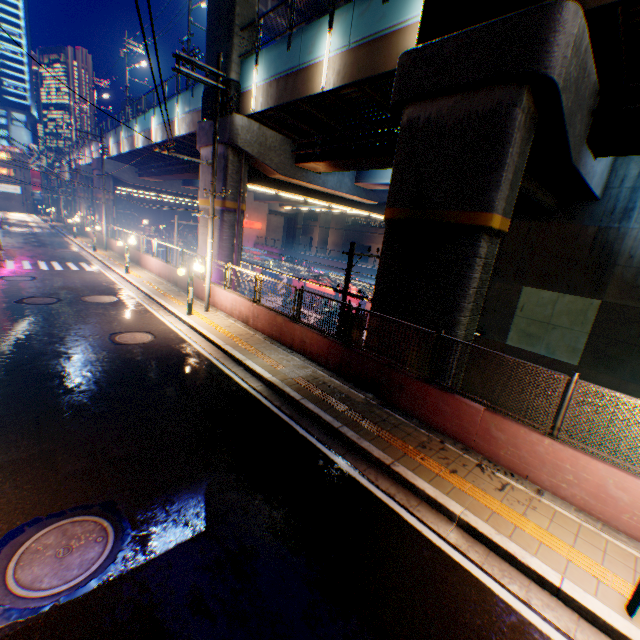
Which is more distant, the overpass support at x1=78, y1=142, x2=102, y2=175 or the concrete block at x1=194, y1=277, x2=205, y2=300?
the overpass support at x1=78, y1=142, x2=102, y2=175

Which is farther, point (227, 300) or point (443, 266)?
point (227, 300)

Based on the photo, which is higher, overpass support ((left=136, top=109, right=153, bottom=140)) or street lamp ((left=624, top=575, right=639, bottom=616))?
overpass support ((left=136, top=109, right=153, bottom=140))

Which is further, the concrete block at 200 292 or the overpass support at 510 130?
the concrete block at 200 292

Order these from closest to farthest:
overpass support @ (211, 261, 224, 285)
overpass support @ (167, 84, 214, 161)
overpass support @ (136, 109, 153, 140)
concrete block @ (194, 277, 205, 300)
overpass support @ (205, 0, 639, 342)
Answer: overpass support @ (205, 0, 639, 342)
concrete block @ (194, 277, 205, 300)
overpass support @ (167, 84, 214, 161)
overpass support @ (211, 261, 224, 285)
overpass support @ (136, 109, 153, 140)

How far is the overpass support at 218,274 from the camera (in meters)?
18.41

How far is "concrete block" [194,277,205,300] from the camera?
16.0m

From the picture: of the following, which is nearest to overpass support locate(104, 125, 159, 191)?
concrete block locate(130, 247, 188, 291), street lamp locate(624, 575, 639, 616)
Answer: concrete block locate(130, 247, 188, 291)
